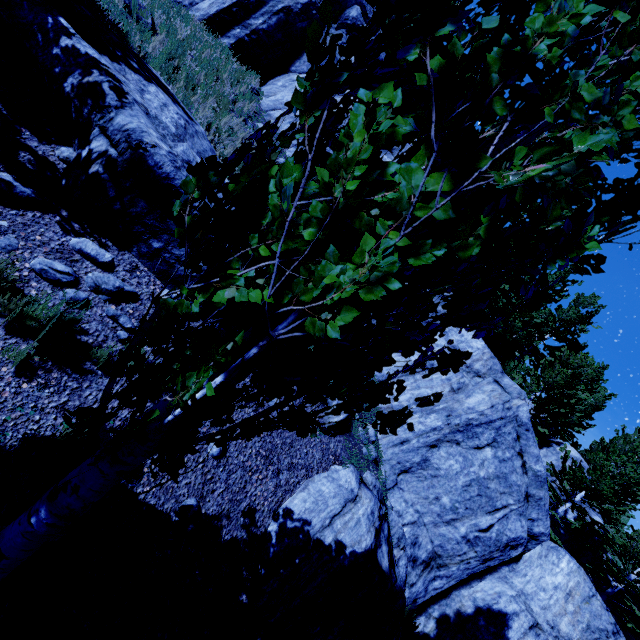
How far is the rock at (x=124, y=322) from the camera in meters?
4.2

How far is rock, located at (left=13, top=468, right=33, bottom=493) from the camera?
3.1 meters

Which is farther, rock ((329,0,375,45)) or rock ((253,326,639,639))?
rock ((329,0,375,45))

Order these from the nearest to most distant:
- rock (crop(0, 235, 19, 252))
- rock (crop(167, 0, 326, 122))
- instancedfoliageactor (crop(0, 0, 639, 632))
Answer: instancedfoliageactor (crop(0, 0, 639, 632))
rock (crop(0, 235, 19, 252))
rock (crop(167, 0, 326, 122))

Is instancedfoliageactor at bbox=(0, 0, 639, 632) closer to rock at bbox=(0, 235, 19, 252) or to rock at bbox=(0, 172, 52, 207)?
rock at bbox=(0, 235, 19, 252)

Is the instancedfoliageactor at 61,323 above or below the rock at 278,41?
A: below

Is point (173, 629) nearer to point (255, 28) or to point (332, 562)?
point (332, 562)
